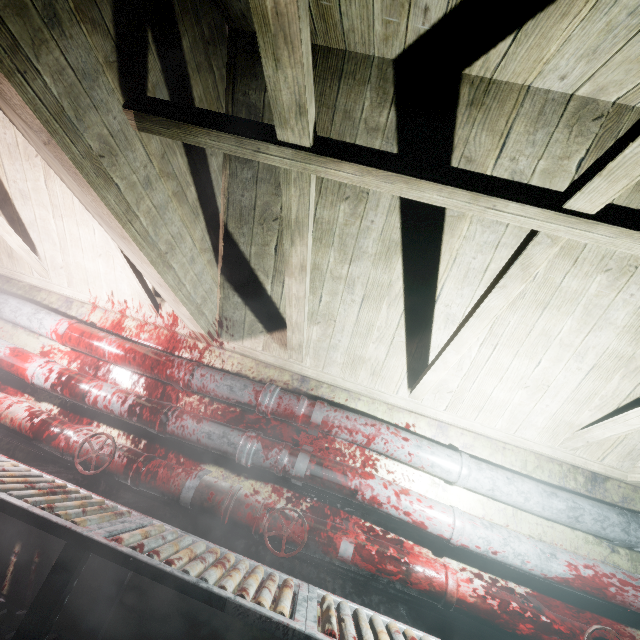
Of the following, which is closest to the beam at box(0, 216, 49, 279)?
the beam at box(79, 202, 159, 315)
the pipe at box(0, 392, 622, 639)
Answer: the beam at box(79, 202, 159, 315)

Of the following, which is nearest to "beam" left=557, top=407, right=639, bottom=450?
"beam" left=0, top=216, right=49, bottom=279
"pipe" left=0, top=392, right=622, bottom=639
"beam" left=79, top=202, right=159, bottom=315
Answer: "beam" left=79, top=202, right=159, bottom=315

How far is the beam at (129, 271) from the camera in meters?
1.9 m

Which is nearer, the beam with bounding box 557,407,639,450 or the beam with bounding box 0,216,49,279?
the beam with bounding box 557,407,639,450

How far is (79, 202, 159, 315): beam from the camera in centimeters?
191cm

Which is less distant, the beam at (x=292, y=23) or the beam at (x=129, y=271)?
the beam at (x=292, y=23)

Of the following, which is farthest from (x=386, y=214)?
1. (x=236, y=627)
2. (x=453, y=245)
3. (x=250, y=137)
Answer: (x=236, y=627)

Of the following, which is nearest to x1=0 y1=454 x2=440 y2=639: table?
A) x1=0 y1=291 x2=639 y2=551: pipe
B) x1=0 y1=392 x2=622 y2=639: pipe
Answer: x1=0 y1=392 x2=622 y2=639: pipe
